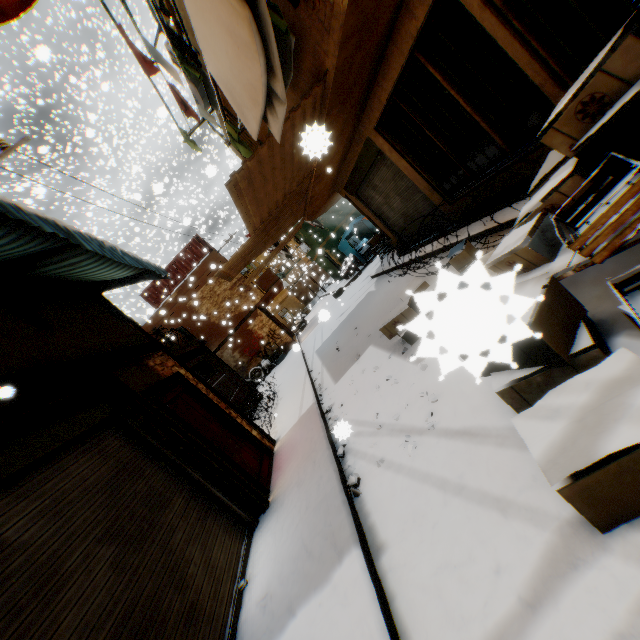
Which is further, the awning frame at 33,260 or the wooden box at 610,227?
the awning frame at 33,260

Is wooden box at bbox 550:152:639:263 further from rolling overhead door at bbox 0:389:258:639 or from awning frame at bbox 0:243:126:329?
awning frame at bbox 0:243:126:329

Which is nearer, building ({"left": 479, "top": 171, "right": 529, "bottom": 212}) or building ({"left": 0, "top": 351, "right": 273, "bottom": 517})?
building ({"left": 0, "top": 351, "right": 273, "bottom": 517})

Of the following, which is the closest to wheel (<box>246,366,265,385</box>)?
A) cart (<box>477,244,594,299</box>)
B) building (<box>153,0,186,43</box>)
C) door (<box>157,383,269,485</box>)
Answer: building (<box>153,0,186,43</box>)

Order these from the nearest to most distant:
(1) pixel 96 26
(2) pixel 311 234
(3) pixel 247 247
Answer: (3) pixel 247 247 → (2) pixel 311 234 → (1) pixel 96 26

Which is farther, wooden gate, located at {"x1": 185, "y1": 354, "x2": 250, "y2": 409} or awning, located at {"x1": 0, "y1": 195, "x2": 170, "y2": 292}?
wooden gate, located at {"x1": 185, "y1": 354, "x2": 250, "y2": 409}

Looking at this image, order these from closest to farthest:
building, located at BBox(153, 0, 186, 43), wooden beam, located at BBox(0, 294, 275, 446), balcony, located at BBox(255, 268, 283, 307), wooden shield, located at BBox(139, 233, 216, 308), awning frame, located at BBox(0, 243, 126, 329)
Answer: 1. wooden beam, located at BBox(0, 294, 275, 446)
2. awning frame, located at BBox(0, 243, 126, 329)
3. building, located at BBox(153, 0, 186, 43)
4. wooden shield, located at BBox(139, 233, 216, 308)
5. balcony, located at BBox(255, 268, 283, 307)

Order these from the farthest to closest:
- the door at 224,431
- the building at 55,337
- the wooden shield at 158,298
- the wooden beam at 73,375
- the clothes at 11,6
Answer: the wooden shield at 158,298 → the door at 224,431 → the building at 55,337 → the wooden beam at 73,375 → the clothes at 11,6
